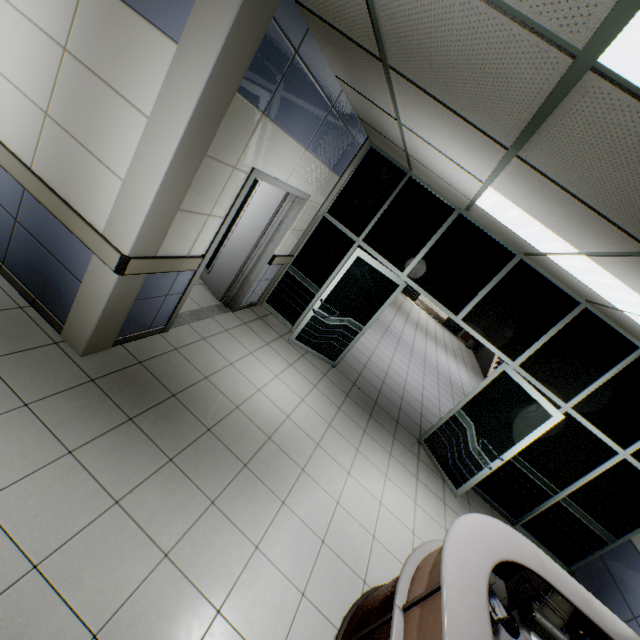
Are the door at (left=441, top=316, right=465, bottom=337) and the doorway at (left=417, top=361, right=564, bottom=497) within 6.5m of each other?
no

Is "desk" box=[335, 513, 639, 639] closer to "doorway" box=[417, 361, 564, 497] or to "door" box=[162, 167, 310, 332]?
"doorway" box=[417, 361, 564, 497]

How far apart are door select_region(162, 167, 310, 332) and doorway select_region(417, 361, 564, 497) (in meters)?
3.85

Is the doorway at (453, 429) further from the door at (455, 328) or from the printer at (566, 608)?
the door at (455, 328)

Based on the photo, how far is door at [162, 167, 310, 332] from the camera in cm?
347

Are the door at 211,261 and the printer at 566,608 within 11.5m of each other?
yes

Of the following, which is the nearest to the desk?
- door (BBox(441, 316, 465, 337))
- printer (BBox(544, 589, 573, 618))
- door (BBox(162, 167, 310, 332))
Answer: printer (BBox(544, 589, 573, 618))

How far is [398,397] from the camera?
6.5 meters
